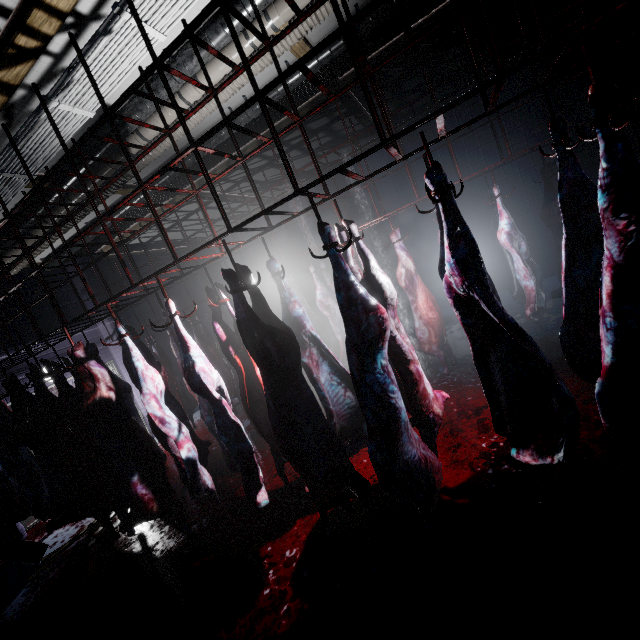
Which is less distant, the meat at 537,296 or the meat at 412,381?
the meat at 412,381

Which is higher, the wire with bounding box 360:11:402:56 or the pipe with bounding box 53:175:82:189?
the wire with bounding box 360:11:402:56

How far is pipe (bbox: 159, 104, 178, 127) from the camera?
3.3 meters

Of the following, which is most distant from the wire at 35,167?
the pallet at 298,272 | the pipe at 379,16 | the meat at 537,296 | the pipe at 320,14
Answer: the pallet at 298,272

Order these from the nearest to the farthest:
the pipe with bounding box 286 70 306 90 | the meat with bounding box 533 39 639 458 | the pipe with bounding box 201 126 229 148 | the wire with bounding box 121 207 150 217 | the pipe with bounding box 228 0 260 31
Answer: the meat with bounding box 533 39 639 458 → the pipe with bounding box 228 0 260 31 → the pipe with bounding box 286 70 306 90 → the pipe with bounding box 201 126 229 148 → the wire with bounding box 121 207 150 217

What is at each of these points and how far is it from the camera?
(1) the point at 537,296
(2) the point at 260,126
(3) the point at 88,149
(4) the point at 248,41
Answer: (1) meat, 4.12m
(2) wire, 4.53m
(3) pipe, 3.48m
(4) pipe, 2.86m

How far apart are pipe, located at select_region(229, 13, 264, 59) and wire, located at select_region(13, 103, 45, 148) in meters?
0.5 m

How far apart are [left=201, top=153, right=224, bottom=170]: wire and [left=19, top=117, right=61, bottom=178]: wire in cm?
171
